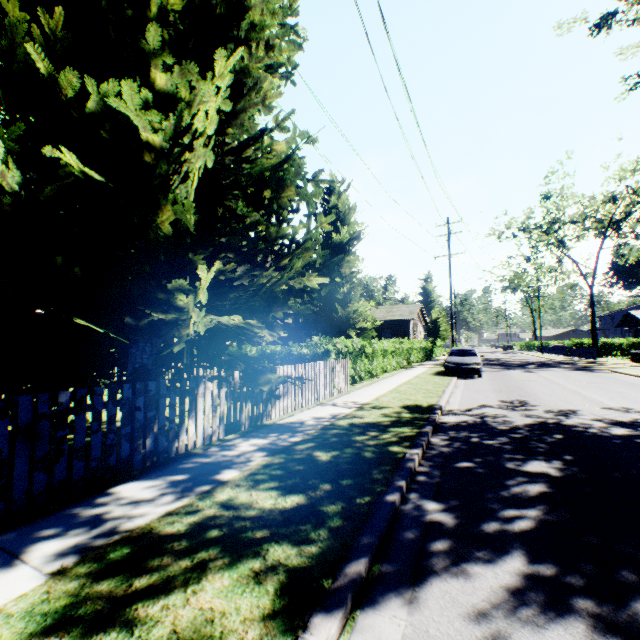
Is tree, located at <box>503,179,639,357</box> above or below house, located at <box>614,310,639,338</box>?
above

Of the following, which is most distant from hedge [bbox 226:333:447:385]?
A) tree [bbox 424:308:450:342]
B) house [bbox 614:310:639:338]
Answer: house [bbox 614:310:639:338]

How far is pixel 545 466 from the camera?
4.8m

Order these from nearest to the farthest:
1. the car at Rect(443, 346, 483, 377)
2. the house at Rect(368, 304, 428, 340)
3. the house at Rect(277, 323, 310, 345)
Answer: the car at Rect(443, 346, 483, 377) → the house at Rect(368, 304, 428, 340) → the house at Rect(277, 323, 310, 345)

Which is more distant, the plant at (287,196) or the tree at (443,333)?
the tree at (443,333)

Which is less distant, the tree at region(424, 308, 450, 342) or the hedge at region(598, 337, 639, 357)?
the hedge at region(598, 337, 639, 357)

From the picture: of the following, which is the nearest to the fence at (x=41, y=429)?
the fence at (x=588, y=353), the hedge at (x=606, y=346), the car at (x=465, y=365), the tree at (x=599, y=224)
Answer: the car at (x=465, y=365)

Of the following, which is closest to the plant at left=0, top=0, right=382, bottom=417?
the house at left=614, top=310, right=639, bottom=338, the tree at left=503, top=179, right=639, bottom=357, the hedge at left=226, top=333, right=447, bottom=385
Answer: the hedge at left=226, top=333, right=447, bottom=385
